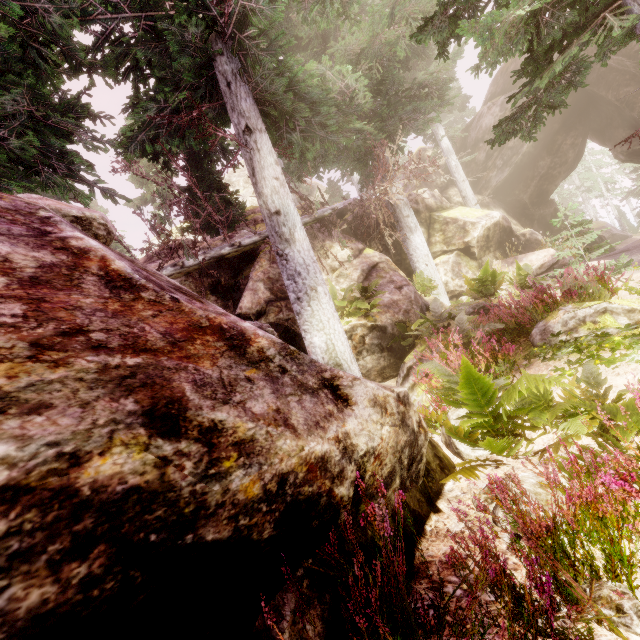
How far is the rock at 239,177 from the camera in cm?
1494

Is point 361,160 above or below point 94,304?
above

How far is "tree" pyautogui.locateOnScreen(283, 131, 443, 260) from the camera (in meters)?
10.68

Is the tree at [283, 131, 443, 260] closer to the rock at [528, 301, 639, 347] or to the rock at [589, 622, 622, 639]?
the rock at [589, 622, 622, 639]

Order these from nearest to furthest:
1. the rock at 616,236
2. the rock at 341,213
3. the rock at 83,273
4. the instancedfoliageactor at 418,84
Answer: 1. the rock at 83,273
2. the instancedfoliageactor at 418,84
3. the rock at 341,213
4. the rock at 616,236

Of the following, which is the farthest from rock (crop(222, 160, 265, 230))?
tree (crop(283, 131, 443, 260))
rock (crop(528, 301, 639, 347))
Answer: rock (crop(528, 301, 639, 347))

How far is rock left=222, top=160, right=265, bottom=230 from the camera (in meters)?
Answer: 14.94
